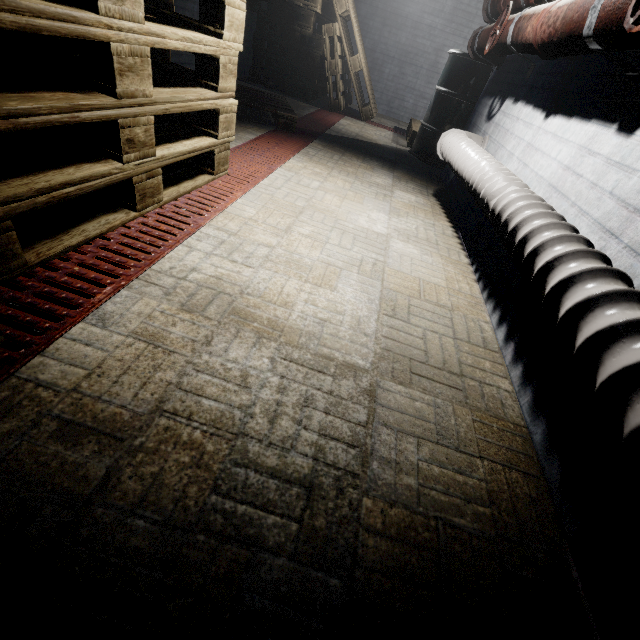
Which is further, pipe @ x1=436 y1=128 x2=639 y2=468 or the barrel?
the barrel

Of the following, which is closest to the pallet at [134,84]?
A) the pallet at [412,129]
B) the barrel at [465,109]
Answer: the pallet at [412,129]

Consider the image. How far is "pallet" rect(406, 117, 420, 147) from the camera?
4.3m

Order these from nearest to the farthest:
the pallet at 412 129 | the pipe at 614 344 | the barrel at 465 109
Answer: the pipe at 614 344, the barrel at 465 109, the pallet at 412 129

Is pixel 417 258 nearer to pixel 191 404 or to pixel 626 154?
pixel 626 154

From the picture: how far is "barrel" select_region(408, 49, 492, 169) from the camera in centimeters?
328cm

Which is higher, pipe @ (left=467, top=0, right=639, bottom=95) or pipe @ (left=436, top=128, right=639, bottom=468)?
pipe @ (left=467, top=0, right=639, bottom=95)

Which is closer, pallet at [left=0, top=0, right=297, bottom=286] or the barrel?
pallet at [left=0, top=0, right=297, bottom=286]
